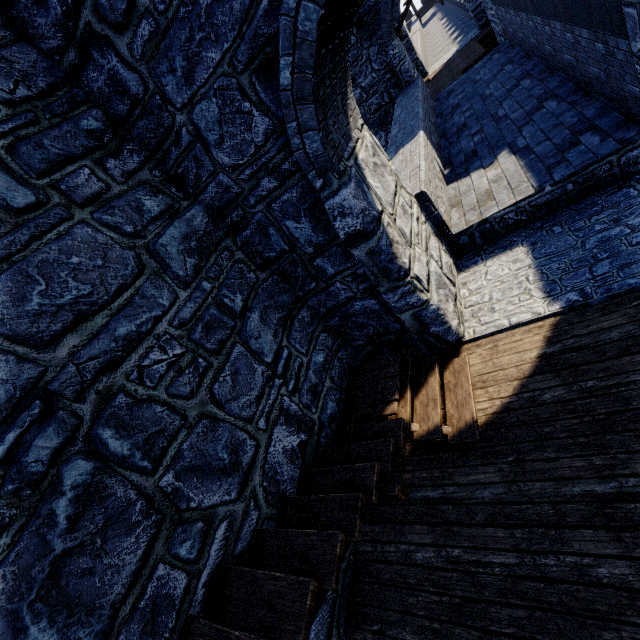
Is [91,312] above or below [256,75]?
below
